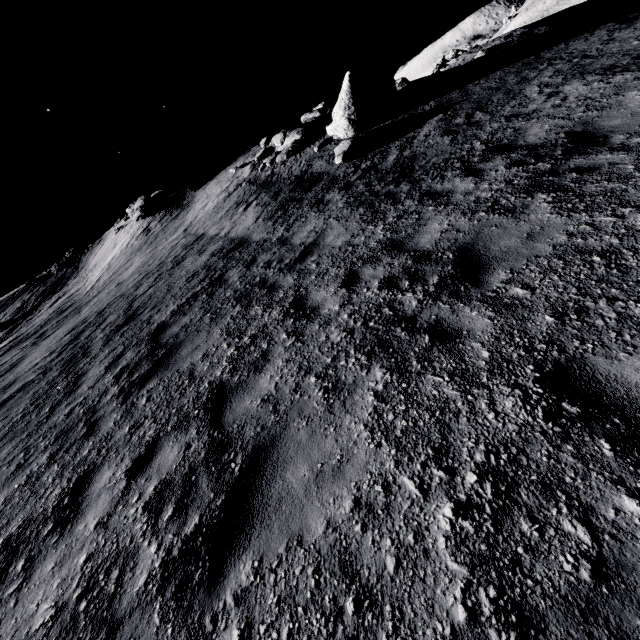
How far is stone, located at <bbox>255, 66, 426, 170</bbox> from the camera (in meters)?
12.84

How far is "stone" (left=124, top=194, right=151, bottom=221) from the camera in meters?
24.4

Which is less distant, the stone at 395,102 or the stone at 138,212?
the stone at 395,102

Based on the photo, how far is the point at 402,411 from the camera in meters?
3.1 m

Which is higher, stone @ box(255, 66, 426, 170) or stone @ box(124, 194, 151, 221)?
stone @ box(124, 194, 151, 221)

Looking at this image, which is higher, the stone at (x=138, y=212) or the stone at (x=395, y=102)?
the stone at (x=138, y=212)

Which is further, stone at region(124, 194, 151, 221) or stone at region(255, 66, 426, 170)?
stone at region(124, 194, 151, 221)
